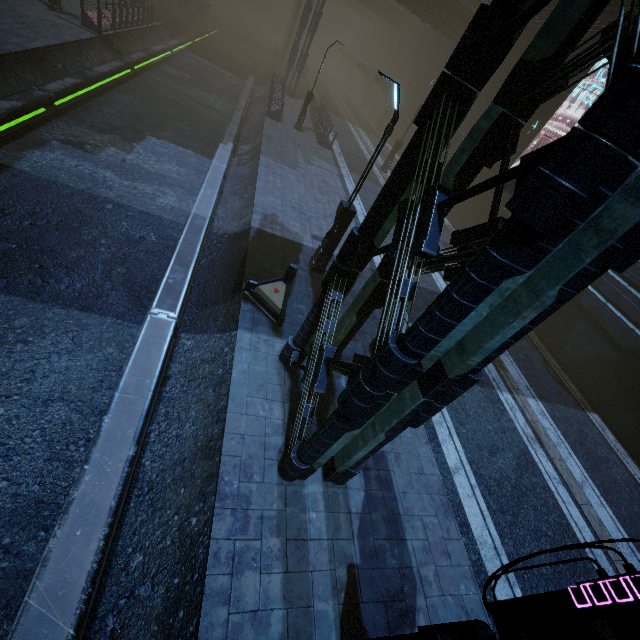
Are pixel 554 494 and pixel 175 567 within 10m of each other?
yes

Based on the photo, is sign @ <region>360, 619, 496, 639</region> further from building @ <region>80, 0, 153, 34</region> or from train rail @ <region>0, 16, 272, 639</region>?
train rail @ <region>0, 16, 272, 639</region>

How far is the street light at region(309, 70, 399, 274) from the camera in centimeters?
794cm

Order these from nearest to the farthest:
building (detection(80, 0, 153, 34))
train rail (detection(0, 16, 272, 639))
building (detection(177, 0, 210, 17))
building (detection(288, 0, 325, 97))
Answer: train rail (detection(0, 16, 272, 639)), building (detection(80, 0, 153, 34)), building (detection(288, 0, 325, 97)), building (detection(177, 0, 210, 17))

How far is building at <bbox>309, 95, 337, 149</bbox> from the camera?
23.0 meters

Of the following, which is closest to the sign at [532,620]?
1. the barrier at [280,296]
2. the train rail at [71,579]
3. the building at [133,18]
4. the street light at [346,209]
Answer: the building at [133,18]

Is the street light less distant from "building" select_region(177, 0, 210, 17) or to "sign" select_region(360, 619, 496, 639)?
"building" select_region(177, 0, 210, 17)

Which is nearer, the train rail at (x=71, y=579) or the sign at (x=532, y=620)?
the sign at (x=532, y=620)
